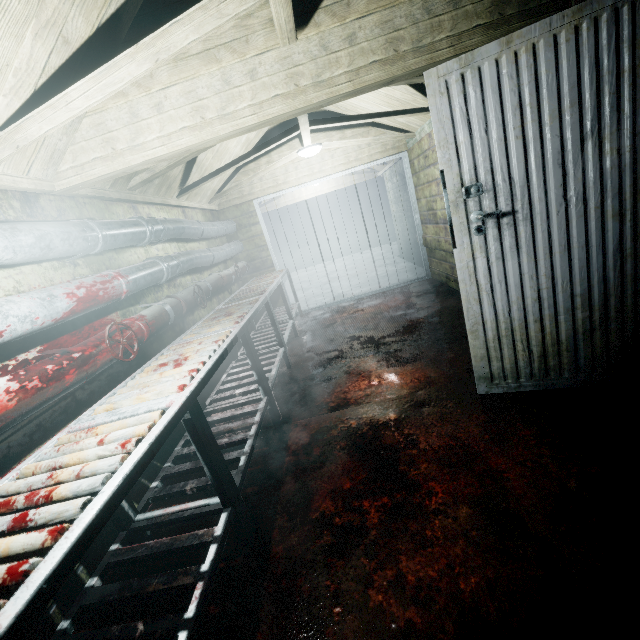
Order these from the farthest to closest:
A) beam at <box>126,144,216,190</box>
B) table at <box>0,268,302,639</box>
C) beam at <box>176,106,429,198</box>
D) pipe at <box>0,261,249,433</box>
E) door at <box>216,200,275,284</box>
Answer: door at <box>216,200,275,284</box> < beam at <box>176,106,429,198</box> < beam at <box>126,144,216,190</box> < pipe at <box>0,261,249,433</box> < table at <box>0,268,302,639</box>

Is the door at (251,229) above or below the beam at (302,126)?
below

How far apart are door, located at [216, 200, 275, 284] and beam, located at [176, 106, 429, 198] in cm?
132

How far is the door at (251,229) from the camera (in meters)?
5.08

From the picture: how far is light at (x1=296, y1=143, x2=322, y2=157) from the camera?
4.0m

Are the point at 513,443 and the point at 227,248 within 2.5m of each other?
no

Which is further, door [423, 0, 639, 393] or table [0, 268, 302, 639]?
door [423, 0, 639, 393]

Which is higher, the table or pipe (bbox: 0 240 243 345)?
pipe (bbox: 0 240 243 345)
